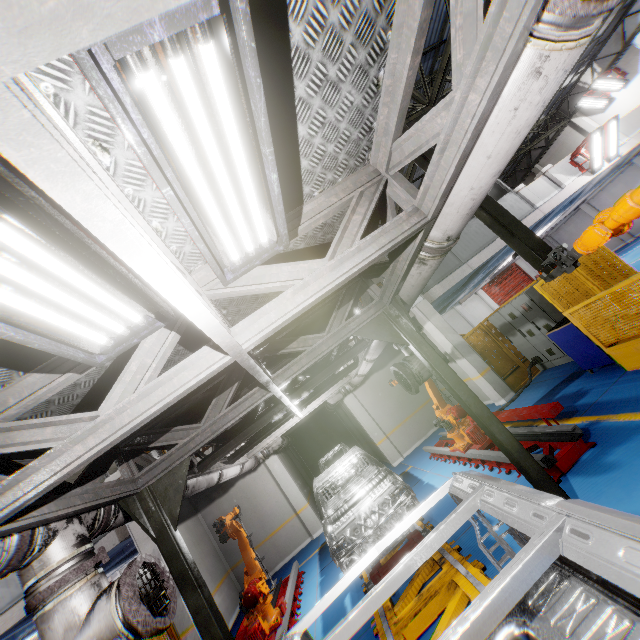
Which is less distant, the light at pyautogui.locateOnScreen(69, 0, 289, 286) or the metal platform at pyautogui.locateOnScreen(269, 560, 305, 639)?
the light at pyautogui.locateOnScreen(69, 0, 289, 286)

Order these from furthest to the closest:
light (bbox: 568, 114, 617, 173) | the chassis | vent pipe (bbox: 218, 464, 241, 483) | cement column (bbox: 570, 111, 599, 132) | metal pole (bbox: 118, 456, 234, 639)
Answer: cement column (bbox: 570, 111, 599, 132), light (bbox: 568, 114, 617, 173), vent pipe (bbox: 218, 464, 241, 483), metal pole (bbox: 118, 456, 234, 639), the chassis

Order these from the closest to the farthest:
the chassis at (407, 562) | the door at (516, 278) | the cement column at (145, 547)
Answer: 1. the chassis at (407, 562)
2. the cement column at (145, 547)
3. the door at (516, 278)

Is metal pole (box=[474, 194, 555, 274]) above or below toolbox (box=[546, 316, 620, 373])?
above

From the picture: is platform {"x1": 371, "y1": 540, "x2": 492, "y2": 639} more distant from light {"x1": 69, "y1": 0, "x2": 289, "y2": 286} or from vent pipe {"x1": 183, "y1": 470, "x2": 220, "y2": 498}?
light {"x1": 69, "y1": 0, "x2": 289, "y2": 286}

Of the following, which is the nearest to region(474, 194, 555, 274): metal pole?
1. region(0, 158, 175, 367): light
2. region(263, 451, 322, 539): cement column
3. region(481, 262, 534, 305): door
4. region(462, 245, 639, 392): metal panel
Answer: region(462, 245, 639, 392): metal panel

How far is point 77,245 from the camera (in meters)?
1.40

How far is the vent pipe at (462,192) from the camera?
1.56m
